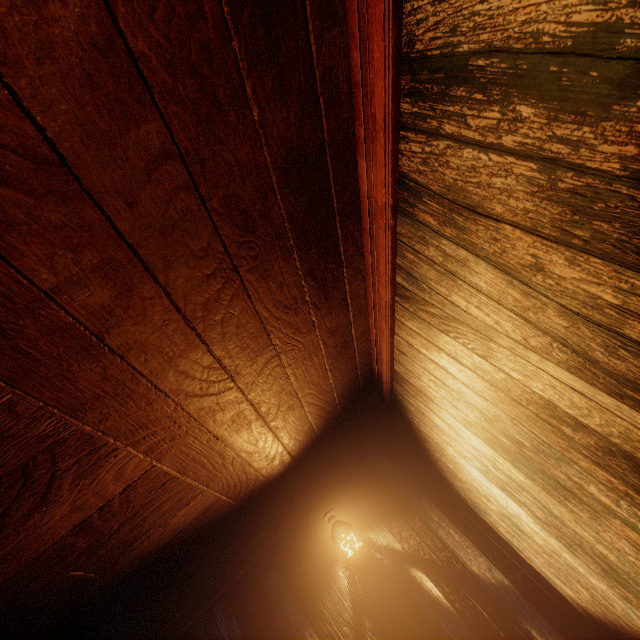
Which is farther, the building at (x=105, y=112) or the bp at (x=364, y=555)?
the bp at (x=364, y=555)

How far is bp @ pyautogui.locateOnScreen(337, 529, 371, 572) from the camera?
3.45m

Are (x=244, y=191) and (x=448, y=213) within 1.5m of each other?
yes

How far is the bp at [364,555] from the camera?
A: 3.4 meters

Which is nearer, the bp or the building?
Answer: the building
